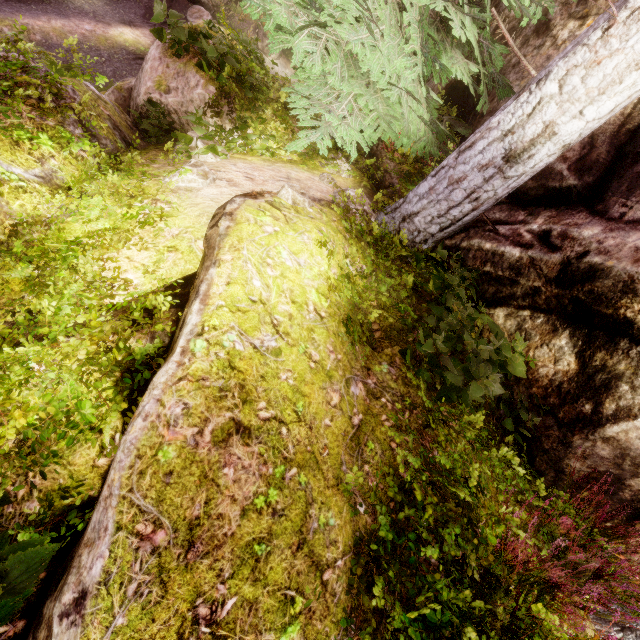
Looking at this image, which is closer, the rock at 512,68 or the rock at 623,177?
the rock at 623,177

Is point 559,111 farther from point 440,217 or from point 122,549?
point 122,549

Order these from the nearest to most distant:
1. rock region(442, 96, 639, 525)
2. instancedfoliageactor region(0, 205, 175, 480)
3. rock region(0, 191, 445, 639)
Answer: rock region(0, 191, 445, 639) → instancedfoliageactor region(0, 205, 175, 480) → rock region(442, 96, 639, 525)

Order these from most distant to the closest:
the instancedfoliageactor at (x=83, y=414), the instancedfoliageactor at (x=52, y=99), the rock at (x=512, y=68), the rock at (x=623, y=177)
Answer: the rock at (x=512, y=68) < the rock at (x=623, y=177) < the instancedfoliageactor at (x=52, y=99) < the instancedfoliageactor at (x=83, y=414)

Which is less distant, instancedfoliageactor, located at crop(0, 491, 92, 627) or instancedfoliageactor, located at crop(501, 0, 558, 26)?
instancedfoliageactor, located at crop(0, 491, 92, 627)

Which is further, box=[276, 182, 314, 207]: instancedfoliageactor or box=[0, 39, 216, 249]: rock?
box=[276, 182, 314, 207]: instancedfoliageactor
